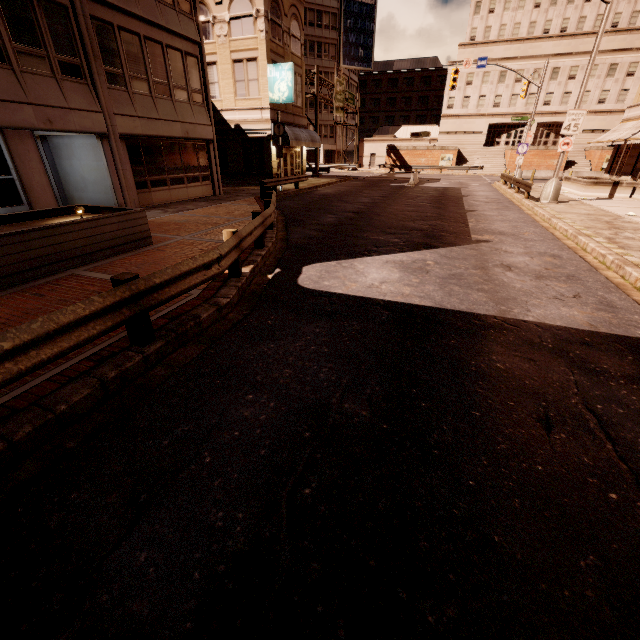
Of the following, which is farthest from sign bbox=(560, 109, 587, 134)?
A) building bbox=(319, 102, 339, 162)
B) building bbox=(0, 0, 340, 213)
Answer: building bbox=(319, 102, 339, 162)

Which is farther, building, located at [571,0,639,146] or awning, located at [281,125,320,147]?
building, located at [571,0,639,146]

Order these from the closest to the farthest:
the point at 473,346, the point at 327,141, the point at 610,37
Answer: the point at 473,346, the point at 610,37, the point at 327,141

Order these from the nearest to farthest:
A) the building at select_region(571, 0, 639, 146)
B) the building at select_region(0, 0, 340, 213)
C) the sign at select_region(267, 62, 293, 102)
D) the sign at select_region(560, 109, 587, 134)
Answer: the building at select_region(0, 0, 340, 213), the sign at select_region(560, 109, 587, 134), the sign at select_region(267, 62, 293, 102), the building at select_region(571, 0, 639, 146)

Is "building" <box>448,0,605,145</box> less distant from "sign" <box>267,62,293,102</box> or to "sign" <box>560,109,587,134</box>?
"sign" <box>267,62,293,102</box>

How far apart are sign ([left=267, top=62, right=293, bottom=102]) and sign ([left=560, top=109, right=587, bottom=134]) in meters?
16.9 m

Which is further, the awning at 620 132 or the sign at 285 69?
the sign at 285 69

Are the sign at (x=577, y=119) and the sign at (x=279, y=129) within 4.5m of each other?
no
